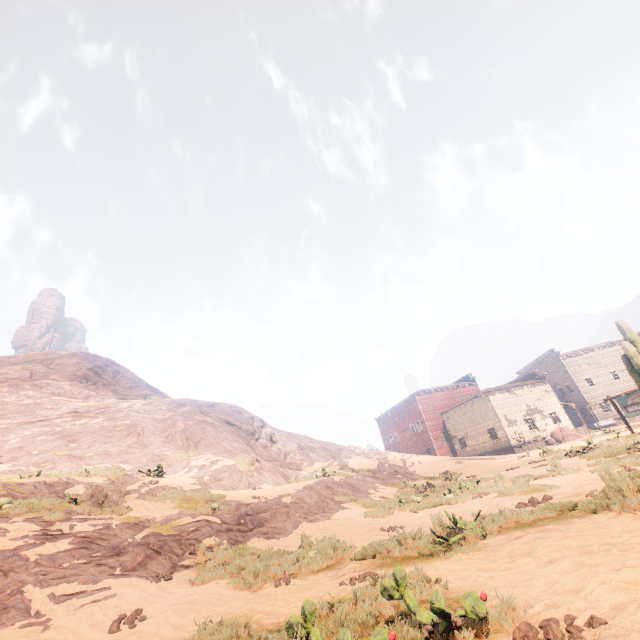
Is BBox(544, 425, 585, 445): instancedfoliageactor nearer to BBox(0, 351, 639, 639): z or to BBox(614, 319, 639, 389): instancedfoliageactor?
BBox(0, 351, 639, 639): z

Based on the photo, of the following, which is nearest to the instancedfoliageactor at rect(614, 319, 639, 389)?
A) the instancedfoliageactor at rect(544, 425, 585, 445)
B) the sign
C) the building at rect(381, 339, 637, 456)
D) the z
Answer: the z

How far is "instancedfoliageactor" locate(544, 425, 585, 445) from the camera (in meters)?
34.25

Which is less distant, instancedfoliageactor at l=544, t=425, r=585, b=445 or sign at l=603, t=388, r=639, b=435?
sign at l=603, t=388, r=639, b=435

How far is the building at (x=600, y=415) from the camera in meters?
46.2

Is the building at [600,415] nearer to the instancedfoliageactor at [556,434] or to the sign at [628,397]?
the instancedfoliageactor at [556,434]

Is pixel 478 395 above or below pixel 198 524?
above

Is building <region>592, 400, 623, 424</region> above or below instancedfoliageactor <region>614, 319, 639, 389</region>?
below
